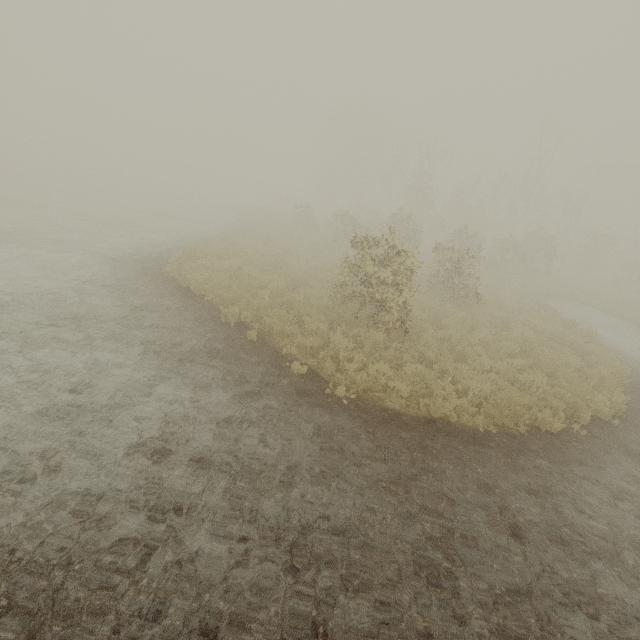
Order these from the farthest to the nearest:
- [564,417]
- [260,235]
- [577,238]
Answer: [577,238] < [260,235] < [564,417]
